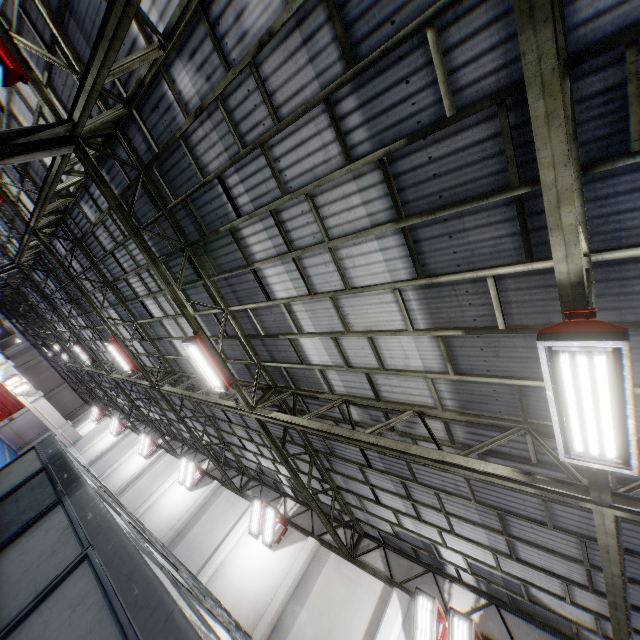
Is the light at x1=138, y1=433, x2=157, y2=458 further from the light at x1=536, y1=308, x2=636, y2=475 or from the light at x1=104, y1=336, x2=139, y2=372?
the light at x1=536, y1=308, x2=636, y2=475

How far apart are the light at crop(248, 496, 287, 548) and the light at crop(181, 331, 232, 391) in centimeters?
815cm

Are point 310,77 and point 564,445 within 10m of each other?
yes

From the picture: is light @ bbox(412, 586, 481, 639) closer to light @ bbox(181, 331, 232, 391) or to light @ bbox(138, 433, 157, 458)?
light @ bbox(181, 331, 232, 391)

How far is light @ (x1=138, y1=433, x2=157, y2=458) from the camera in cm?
2441

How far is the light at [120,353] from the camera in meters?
13.1 m

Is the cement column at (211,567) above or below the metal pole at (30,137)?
below

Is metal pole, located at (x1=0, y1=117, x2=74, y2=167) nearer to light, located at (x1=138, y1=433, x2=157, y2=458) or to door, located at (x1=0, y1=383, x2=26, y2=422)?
light, located at (x1=138, y1=433, x2=157, y2=458)
